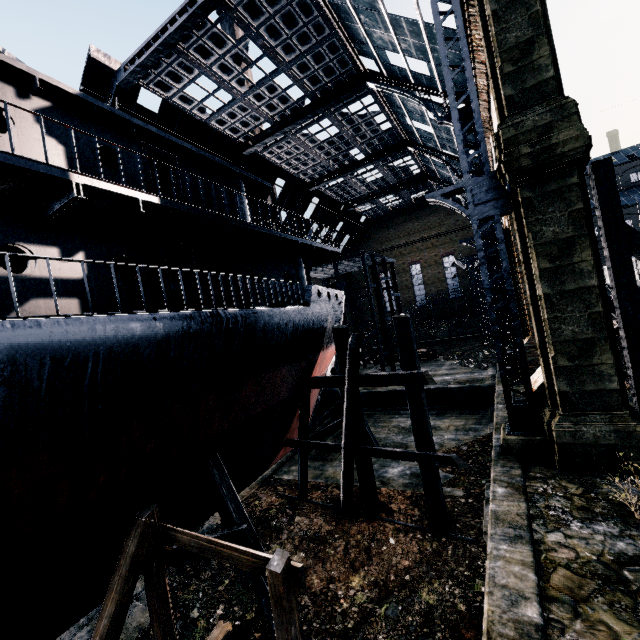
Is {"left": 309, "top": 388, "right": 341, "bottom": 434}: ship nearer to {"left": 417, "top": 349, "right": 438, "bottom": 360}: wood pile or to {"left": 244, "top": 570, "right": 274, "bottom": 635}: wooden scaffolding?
{"left": 244, "top": 570, "right": 274, "bottom": 635}: wooden scaffolding

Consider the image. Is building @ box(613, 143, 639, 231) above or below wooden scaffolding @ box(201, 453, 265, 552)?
above

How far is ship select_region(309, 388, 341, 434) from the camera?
17.28m

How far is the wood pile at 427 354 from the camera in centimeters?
3494cm

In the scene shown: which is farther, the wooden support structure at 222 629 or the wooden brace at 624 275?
the wooden brace at 624 275

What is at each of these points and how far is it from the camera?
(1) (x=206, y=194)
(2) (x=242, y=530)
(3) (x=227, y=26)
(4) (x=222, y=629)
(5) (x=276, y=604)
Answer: (1) ship, 12.2m
(2) wooden scaffolding, 8.4m
(3) chimney, 53.9m
(4) wooden support structure, 8.5m
(5) wooden support structure, 5.4m

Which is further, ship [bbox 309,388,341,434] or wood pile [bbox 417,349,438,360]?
wood pile [bbox 417,349,438,360]

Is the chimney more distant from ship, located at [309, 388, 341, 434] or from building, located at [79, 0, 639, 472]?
building, located at [79, 0, 639, 472]
